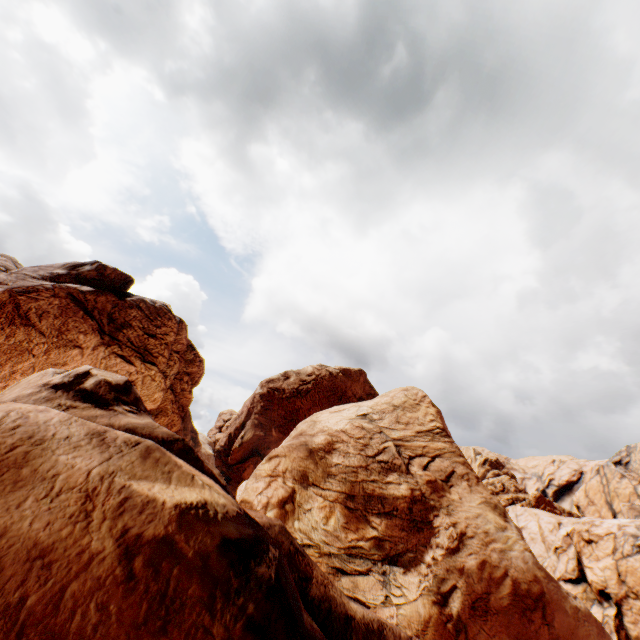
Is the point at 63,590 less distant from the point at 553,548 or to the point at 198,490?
the point at 198,490
